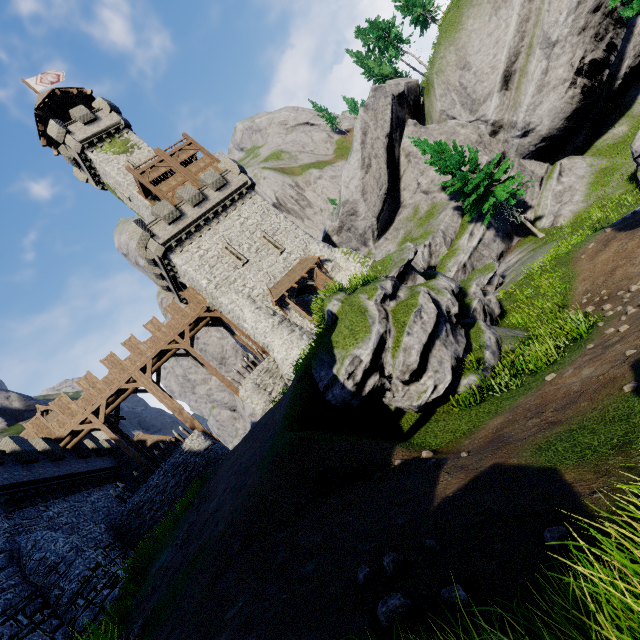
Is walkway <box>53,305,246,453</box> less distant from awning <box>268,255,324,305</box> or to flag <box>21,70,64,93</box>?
awning <box>268,255,324,305</box>

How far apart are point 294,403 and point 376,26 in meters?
53.7 m

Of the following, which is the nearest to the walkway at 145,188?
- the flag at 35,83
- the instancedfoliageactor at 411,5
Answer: the flag at 35,83

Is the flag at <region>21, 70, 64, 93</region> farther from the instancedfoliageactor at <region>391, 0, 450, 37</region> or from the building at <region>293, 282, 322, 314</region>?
the instancedfoliageactor at <region>391, 0, 450, 37</region>

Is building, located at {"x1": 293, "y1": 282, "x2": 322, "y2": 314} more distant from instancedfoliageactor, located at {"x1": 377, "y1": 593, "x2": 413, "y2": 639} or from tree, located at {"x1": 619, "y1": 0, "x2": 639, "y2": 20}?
instancedfoliageactor, located at {"x1": 377, "y1": 593, "x2": 413, "y2": 639}

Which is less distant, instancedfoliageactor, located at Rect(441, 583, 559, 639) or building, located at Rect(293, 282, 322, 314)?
instancedfoliageactor, located at Rect(441, 583, 559, 639)

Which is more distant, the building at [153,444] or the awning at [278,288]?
the building at [153,444]

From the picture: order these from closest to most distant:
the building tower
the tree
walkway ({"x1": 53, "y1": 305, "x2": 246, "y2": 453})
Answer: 1. the tree
2. walkway ({"x1": 53, "y1": 305, "x2": 246, "y2": 453})
3. the building tower
